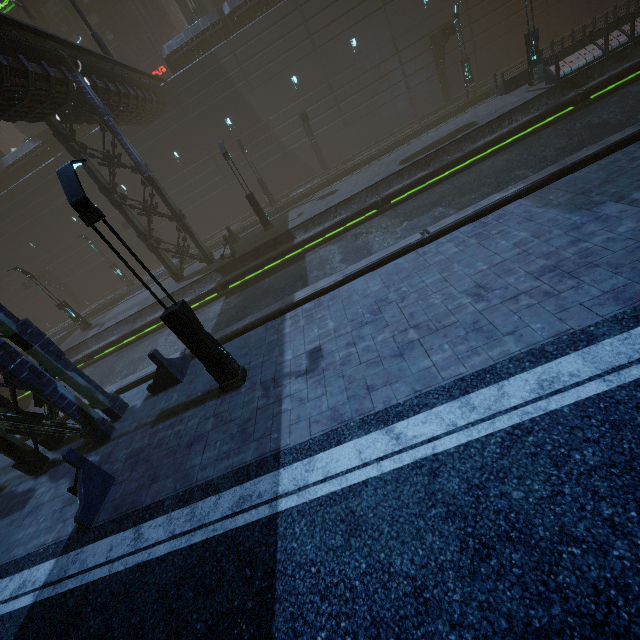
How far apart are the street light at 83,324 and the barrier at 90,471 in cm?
1951

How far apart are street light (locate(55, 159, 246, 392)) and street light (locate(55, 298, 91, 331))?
20.01m

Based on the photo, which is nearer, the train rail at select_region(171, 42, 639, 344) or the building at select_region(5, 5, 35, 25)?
the train rail at select_region(171, 42, 639, 344)

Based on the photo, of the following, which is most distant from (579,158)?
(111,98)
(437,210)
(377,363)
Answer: (111,98)

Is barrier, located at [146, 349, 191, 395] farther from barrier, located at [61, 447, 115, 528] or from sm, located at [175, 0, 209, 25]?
sm, located at [175, 0, 209, 25]

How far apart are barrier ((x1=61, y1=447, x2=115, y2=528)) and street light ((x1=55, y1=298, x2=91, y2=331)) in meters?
19.5

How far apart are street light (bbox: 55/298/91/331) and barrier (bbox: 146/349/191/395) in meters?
17.7 m

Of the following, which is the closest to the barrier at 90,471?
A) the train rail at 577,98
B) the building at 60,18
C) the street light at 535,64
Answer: the building at 60,18
